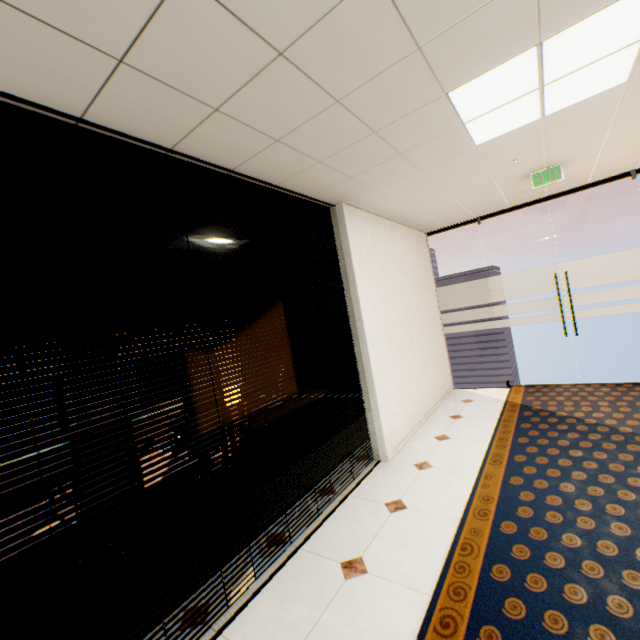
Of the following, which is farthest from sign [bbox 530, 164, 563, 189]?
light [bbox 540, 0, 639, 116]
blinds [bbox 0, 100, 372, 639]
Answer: blinds [bbox 0, 100, 372, 639]

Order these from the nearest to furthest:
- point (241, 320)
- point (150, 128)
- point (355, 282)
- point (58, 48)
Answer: point (58, 48) < point (150, 128) < point (241, 320) < point (355, 282)

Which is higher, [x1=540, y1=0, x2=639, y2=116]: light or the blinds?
[x1=540, y1=0, x2=639, y2=116]: light

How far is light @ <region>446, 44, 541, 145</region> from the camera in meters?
1.9 m

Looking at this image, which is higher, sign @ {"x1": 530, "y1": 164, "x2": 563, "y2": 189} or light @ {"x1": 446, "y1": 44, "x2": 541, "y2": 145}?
light @ {"x1": 446, "y1": 44, "x2": 541, "y2": 145}

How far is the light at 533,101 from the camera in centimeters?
191cm

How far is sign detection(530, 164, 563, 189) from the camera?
3.7 meters

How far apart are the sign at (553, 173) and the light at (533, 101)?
1.50m
